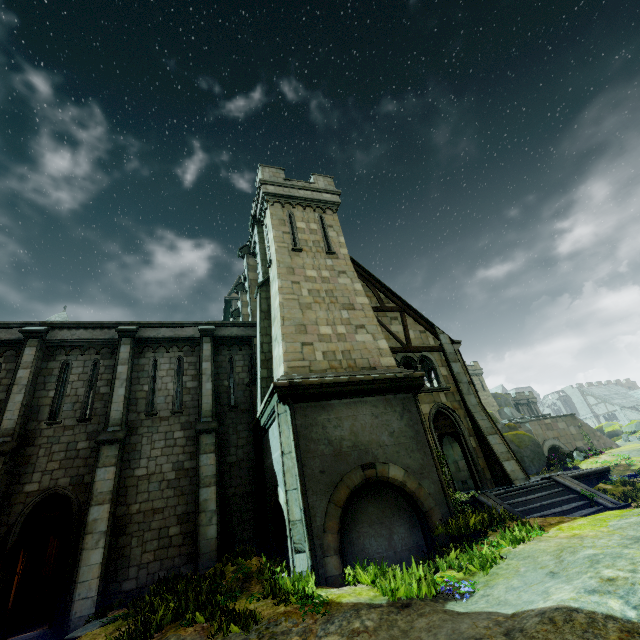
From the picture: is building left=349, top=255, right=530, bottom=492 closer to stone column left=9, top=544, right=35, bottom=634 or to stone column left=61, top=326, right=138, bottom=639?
stone column left=61, top=326, right=138, bottom=639

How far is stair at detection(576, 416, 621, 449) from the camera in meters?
40.1 m

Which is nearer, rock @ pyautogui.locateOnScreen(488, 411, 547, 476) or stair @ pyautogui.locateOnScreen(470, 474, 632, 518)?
stair @ pyautogui.locateOnScreen(470, 474, 632, 518)

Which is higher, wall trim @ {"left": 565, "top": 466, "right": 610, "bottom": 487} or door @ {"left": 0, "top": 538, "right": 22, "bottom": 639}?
door @ {"left": 0, "top": 538, "right": 22, "bottom": 639}

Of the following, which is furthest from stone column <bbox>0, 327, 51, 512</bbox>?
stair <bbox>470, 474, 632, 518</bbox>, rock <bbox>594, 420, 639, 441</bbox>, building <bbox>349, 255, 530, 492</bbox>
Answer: rock <bbox>594, 420, 639, 441</bbox>

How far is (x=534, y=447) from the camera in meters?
27.5 m

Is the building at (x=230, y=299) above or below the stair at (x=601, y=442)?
above

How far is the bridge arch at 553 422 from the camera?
38.0m
